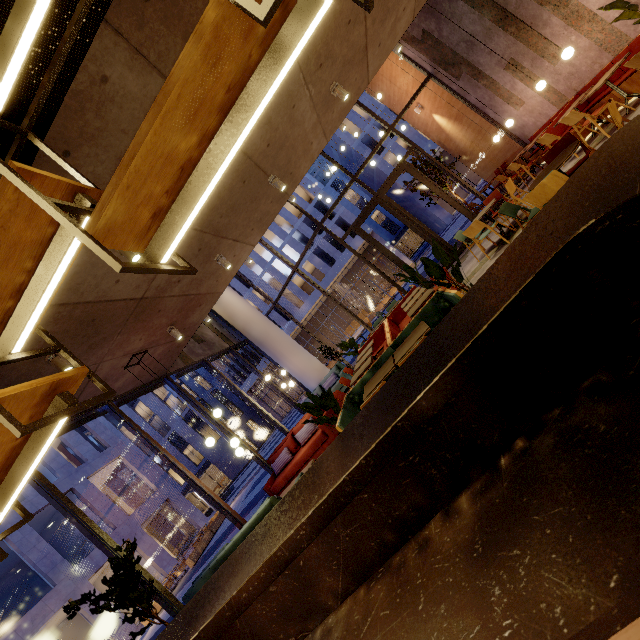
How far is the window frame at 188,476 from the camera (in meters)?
6.86

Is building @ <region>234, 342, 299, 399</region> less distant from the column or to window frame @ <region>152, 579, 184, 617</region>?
window frame @ <region>152, 579, 184, 617</region>

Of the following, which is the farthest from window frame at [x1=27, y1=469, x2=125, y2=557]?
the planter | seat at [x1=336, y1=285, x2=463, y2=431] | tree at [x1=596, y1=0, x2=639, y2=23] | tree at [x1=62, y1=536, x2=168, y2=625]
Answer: the planter

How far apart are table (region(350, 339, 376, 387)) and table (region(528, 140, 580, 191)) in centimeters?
395cm

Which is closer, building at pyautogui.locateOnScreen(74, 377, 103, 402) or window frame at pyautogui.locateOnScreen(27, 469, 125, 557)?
window frame at pyautogui.locateOnScreen(27, 469, 125, 557)

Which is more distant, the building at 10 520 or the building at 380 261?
the building at 380 261

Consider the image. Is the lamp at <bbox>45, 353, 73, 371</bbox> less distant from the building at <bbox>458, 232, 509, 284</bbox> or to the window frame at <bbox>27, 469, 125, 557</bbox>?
the building at <bbox>458, 232, 509, 284</bbox>

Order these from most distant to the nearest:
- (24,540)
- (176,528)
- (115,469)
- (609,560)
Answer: (115,469) < (176,528) < (24,540) < (609,560)
